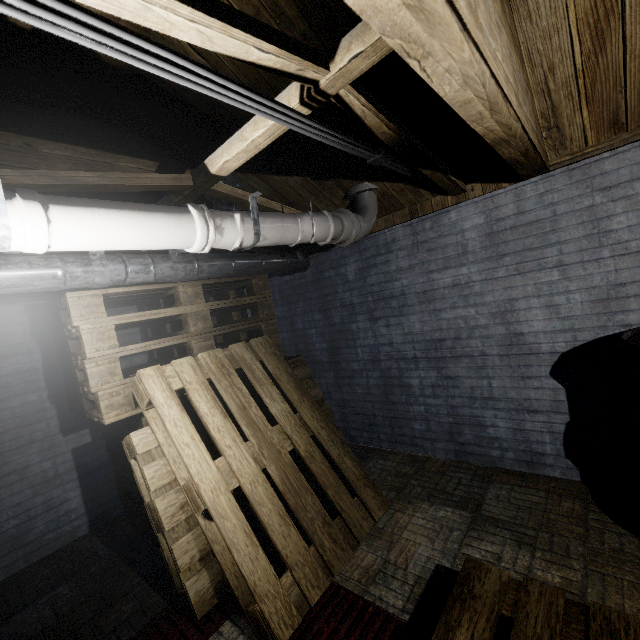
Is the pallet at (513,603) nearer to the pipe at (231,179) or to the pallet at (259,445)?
the pallet at (259,445)

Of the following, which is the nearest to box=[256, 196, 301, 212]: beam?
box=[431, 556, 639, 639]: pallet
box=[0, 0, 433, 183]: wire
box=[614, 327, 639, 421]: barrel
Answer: box=[0, 0, 433, 183]: wire

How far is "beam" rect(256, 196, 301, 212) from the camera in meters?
2.3 m

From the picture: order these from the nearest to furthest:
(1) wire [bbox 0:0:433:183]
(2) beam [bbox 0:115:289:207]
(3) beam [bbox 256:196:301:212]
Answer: (1) wire [bbox 0:0:433:183]
(2) beam [bbox 0:115:289:207]
(3) beam [bbox 256:196:301:212]

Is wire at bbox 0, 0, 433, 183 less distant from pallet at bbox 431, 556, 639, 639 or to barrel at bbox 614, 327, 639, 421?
barrel at bbox 614, 327, 639, 421

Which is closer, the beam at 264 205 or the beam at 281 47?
the beam at 281 47

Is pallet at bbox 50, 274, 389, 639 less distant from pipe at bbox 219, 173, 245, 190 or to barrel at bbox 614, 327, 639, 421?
pipe at bbox 219, 173, 245, 190

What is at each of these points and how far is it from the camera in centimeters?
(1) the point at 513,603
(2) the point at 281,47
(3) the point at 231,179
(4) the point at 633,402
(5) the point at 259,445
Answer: (1) pallet, 127cm
(2) beam, 99cm
(3) pipe, 234cm
(4) barrel, 154cm
(5) pallet, 191cm
